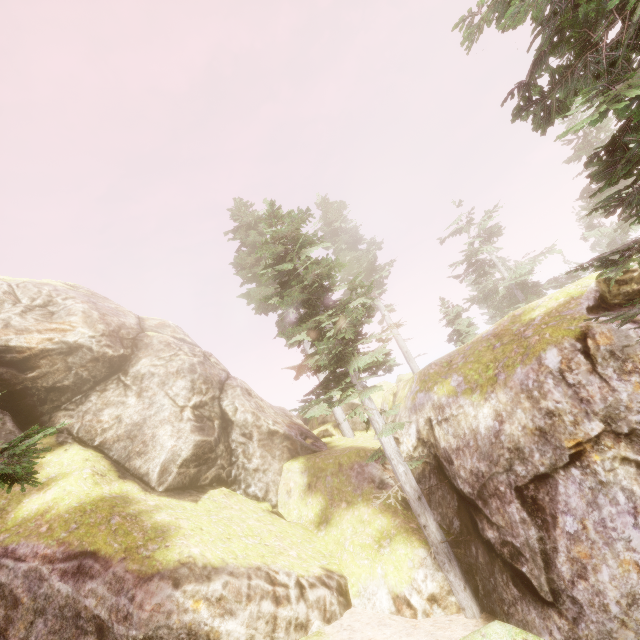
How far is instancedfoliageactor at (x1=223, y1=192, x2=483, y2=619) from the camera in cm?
1002

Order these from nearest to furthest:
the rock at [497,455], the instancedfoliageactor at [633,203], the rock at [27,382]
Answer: the instancedfoliageactor at [633,203]
the rock at [497,455]
the rock at [27,382]

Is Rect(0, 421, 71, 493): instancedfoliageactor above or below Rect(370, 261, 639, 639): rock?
above

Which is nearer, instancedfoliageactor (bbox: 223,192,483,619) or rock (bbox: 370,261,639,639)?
rock (bbox: 370,261,639,639)

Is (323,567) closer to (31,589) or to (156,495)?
(156,495)

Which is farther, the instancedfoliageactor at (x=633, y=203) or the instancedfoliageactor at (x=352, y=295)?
the instancedfoliageactor at (x=352, y=295)
